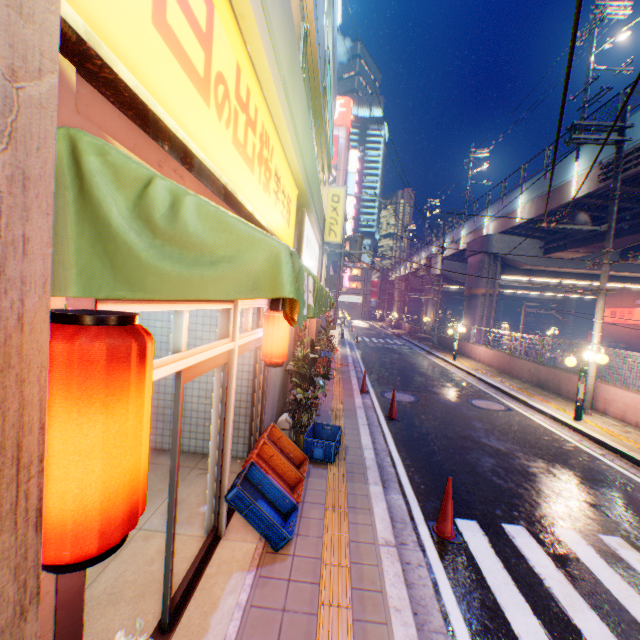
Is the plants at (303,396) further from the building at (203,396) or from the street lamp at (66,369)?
the street lamp at (66,369)

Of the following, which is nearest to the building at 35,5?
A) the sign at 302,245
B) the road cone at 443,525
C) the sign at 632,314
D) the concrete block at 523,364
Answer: the sign at 302,245

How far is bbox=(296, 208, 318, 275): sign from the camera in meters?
8.1

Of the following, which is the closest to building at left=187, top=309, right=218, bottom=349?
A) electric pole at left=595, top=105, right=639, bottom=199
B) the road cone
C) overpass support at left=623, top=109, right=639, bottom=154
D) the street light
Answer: the road cone

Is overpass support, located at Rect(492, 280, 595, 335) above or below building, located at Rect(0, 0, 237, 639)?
above

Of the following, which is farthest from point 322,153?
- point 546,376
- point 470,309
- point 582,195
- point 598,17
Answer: point 470,309

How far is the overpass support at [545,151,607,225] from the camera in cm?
1681

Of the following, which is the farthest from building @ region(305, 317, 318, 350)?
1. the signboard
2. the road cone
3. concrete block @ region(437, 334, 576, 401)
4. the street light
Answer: the signboard
